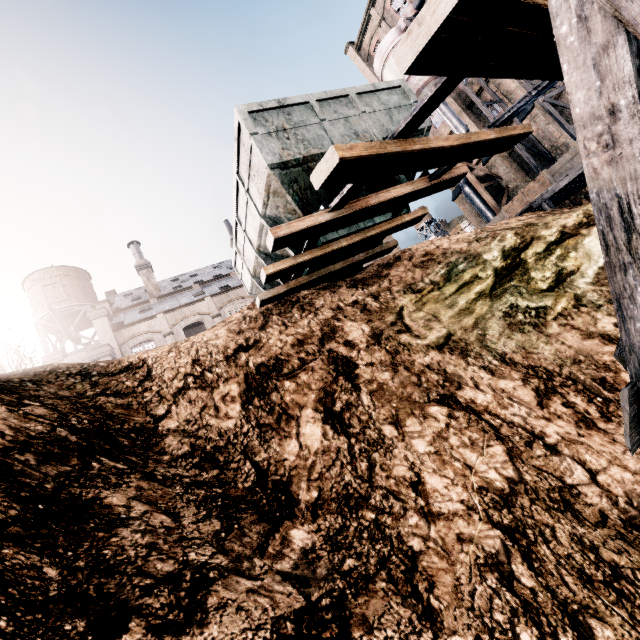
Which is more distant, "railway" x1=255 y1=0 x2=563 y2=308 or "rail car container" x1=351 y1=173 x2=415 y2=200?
"rail car container" x1=351 y1=173 x2=415 y2=200

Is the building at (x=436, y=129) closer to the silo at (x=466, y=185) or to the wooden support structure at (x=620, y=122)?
the silo at (x=466, y=185)

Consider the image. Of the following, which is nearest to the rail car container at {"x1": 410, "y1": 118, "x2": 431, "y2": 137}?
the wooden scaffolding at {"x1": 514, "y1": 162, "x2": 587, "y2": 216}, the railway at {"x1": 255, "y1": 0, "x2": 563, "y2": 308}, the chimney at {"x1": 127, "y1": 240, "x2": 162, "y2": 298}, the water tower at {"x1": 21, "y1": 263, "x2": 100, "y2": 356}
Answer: the railway at {"x1": 255, "y1": 0, "x2": 563, "y2": 308}

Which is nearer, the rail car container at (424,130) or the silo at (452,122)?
the rail car container at (424,130)

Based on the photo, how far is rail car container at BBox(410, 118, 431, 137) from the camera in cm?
868

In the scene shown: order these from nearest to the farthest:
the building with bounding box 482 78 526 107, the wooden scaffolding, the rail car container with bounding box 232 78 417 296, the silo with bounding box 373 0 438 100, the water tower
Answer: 1. the rail car container with bounding box 232 78 417 296
2. the wooden scaffolding
3. the building with bounding box 482 78 526 107
4. the silo with bounding box 373 0 438 100
5. the water tower

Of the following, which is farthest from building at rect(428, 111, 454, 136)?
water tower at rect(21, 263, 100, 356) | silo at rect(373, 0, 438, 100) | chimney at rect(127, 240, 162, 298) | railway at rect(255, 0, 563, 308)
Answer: water tower at rect(21, 263, 100, 356)

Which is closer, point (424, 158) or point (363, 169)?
point (363, 169)
